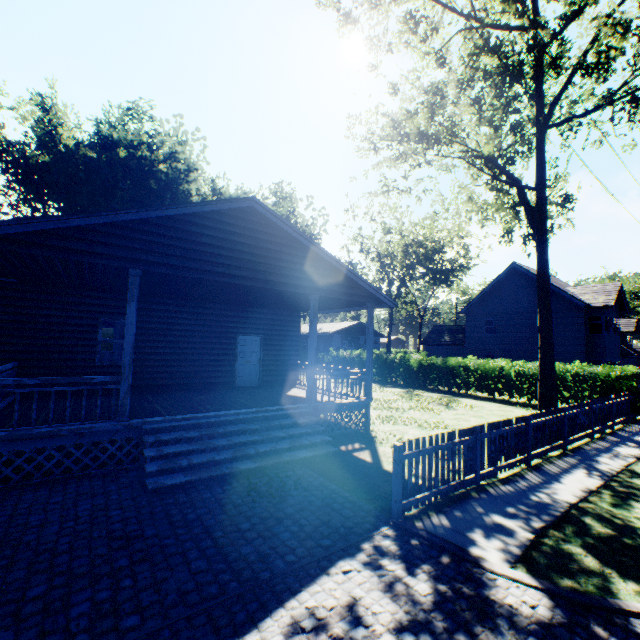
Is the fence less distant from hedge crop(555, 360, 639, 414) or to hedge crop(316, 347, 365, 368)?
hedge crop(555, 360, 639, 414)

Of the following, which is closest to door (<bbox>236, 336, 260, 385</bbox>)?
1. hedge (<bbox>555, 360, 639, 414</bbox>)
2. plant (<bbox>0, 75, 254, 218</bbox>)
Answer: hedge (<bbox>555, 360, 639, 414</bbox>)

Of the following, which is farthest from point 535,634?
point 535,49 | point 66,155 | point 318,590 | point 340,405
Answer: point 66,155

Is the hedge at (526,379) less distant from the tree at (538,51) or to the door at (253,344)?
the tree at (538,51)

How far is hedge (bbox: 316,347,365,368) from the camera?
28.9 meters

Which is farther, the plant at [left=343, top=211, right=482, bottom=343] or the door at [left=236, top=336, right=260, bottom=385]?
the plant at [left=343, top=211, right=482, bottom=343]

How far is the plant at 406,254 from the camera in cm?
4731

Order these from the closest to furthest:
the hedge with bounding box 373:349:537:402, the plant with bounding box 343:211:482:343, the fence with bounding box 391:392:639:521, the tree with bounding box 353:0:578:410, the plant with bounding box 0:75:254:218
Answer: the fence with bounding box 391:392:639:521
the tree with bounding box 353:0:578:410
the hedge with bounding box 373:349:537:402
the plant with bounding box 0:75:254:218
the plant with bounding box 343:211:482:343
